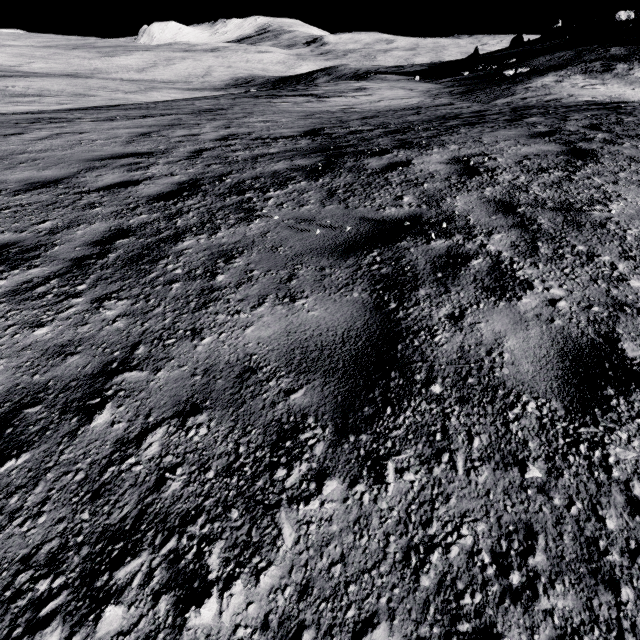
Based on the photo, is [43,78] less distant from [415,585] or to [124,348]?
[124,348]
